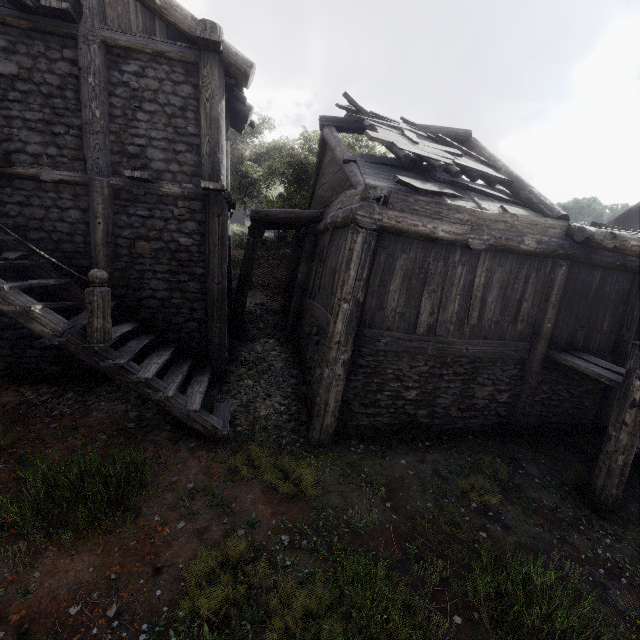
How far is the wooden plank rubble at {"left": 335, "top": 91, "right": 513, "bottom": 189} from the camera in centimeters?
740cm

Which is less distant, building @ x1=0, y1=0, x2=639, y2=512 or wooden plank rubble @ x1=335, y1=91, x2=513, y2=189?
building @ x1=0, y1=0, x2=639, y2=512

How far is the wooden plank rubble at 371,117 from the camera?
7.40m

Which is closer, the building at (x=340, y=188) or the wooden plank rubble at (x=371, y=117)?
the building at (x=340, y=188)

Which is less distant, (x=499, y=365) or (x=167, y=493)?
(x=167, y=493)
